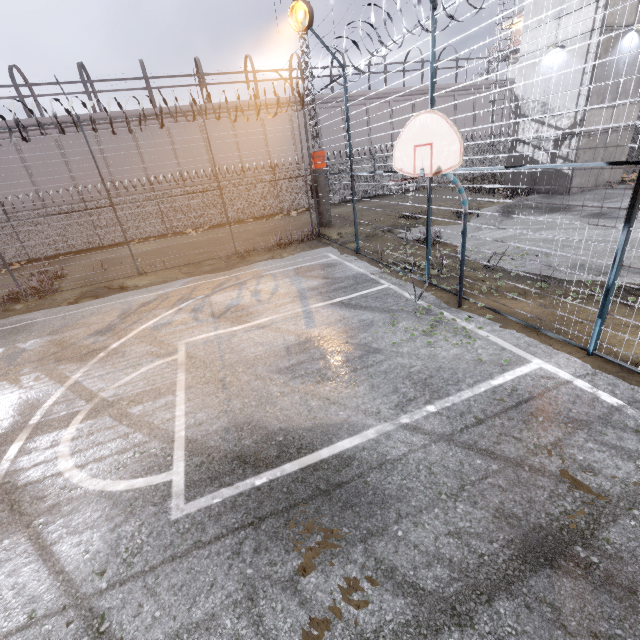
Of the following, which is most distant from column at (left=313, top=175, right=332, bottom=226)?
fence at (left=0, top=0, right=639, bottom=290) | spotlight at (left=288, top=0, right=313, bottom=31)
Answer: spotlight at (left=288, top=0, right=313, bottom=31)

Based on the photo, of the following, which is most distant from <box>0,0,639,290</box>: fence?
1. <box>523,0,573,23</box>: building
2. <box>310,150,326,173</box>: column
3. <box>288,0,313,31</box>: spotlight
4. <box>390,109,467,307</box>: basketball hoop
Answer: <box>523,0,573,23</box>: building

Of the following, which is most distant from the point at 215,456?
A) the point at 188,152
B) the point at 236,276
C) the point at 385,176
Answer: the point at 188,152

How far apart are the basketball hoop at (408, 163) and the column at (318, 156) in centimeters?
1112cm

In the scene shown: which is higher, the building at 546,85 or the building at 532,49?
the building at 532,49

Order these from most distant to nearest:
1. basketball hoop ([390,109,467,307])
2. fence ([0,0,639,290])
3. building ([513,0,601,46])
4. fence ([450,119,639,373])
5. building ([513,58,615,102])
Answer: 1. building ([513,58,615,102])
2. building ([513,0,601,46])
3. fence ([0,0,639,290])
4. basketball hoop ([390,109,467,307])
5. fence ([450,119,639,373])

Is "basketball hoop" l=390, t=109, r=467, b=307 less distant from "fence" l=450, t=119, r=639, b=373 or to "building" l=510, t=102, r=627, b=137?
"fence" l=450, t=119, r=639, b=373

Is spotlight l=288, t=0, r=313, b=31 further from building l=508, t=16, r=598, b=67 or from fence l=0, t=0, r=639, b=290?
building l=508, t=16, r=598, b=67
